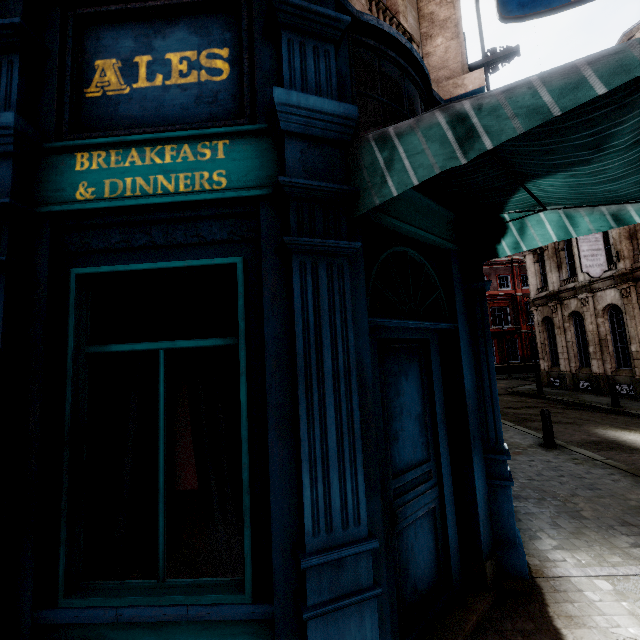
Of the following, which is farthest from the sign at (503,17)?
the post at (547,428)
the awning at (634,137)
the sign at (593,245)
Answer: the sign at (593,245)

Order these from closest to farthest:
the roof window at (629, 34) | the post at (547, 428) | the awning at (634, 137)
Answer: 1. the awning at (634, 137)
2. the post at (547, 428)
3. the roof window at (629, 34)

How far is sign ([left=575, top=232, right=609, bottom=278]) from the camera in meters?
15.3

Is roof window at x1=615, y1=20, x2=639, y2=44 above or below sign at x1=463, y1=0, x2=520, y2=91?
above

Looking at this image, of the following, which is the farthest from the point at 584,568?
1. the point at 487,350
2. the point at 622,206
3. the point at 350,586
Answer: the point at 622,206

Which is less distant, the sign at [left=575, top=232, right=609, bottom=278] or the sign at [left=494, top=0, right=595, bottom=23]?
the sign at [left=494, top=0, right=595, bottom=23]

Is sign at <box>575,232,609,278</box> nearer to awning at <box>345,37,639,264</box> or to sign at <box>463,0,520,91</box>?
sign at <box>463,0,520,91</box>
